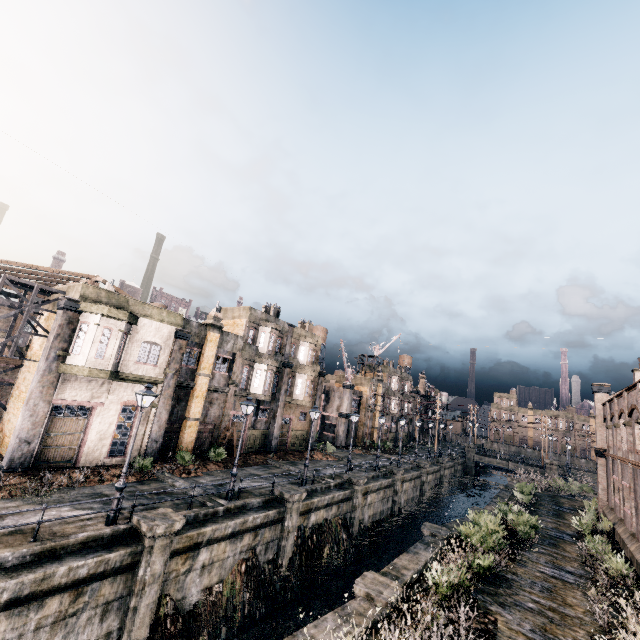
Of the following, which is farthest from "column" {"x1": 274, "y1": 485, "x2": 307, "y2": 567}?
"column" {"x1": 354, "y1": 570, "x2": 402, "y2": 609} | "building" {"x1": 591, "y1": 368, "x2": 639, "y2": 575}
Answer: "building" {"x1": 591, "y1": 368, "x2": 639, "y2": 575}

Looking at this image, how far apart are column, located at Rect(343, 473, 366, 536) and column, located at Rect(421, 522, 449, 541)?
7.17m

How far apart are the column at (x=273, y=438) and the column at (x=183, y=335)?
12.14m

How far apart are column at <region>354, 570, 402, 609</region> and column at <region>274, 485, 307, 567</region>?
7.6m

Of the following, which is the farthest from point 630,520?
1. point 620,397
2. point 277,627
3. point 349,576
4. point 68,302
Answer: point 68,302

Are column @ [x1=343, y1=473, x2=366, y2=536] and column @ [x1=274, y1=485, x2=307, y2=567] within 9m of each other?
yes

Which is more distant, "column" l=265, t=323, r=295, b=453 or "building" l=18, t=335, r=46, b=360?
"column" l=265, t=323, r=295, b=453

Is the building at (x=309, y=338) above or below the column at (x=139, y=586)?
above
